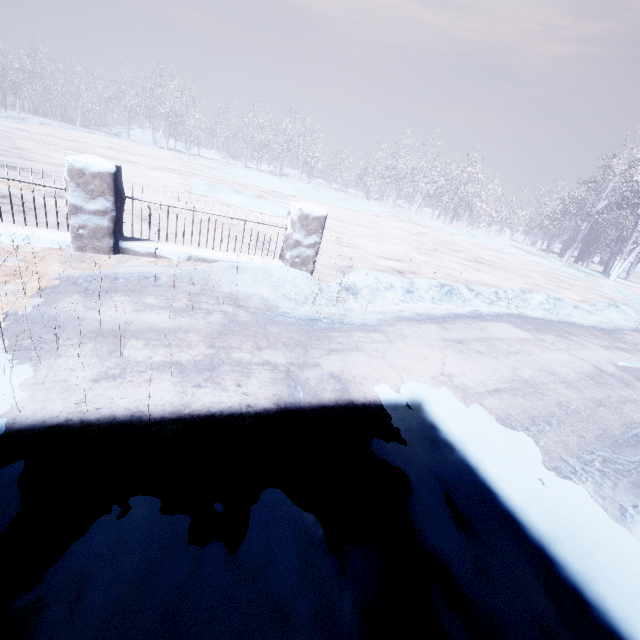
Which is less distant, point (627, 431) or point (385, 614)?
point (385, 614)
